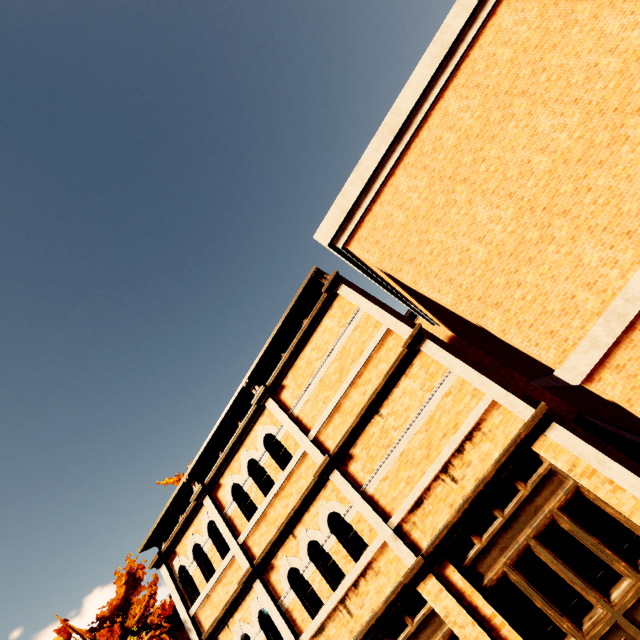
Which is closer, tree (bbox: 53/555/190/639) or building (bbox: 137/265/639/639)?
building (bbox: 137/265/639/639)

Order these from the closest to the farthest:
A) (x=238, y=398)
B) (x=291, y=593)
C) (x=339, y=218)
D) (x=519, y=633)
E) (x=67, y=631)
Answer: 1. (x=519, y=633)
2. (x=291, y=593)
3. (x=339, y=218)
4. (x=238, y=398)
5. (x=67, y=631)

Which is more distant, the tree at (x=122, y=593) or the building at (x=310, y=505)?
the tree at (x=122, y=593)
